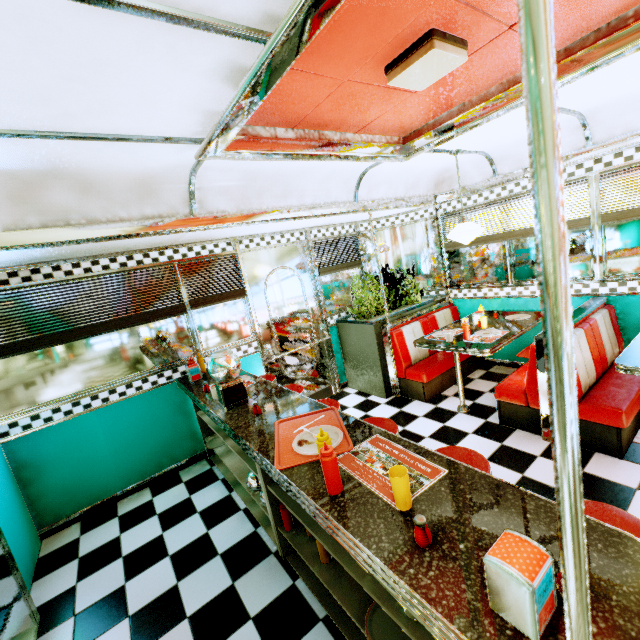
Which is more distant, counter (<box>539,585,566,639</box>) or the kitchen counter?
the kitchen counter

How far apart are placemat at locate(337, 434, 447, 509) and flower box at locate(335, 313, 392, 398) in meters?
2.9

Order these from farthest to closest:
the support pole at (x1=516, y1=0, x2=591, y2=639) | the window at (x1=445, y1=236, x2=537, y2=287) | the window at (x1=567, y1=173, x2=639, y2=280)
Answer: the window at (x1=445, y1=236, x2=537, y2=287)
the window at (x1=567, y1=173, x2=639, y2=280)
the support pole at (x1=516, y1=0, x2=591, y2=639)

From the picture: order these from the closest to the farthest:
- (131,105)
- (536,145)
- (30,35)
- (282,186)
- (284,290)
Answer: (536,145)
(30,35)
(131,105)
(282,186)
(284,290)

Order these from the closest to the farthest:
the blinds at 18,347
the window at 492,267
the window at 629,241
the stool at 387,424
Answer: the stool at 387,424 → the blinds at 18,347 → the window at 629,241 → the window at 492,267

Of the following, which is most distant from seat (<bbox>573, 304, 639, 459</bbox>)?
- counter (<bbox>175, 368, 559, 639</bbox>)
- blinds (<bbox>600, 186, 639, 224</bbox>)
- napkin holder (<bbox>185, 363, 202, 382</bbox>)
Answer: napkin holder (<bbox>185, 363, 202, 382</bbox>)

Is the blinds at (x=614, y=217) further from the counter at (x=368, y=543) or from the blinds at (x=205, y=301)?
the blinds at (x=205, y=301)

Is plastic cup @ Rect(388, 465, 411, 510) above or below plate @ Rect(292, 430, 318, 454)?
above
